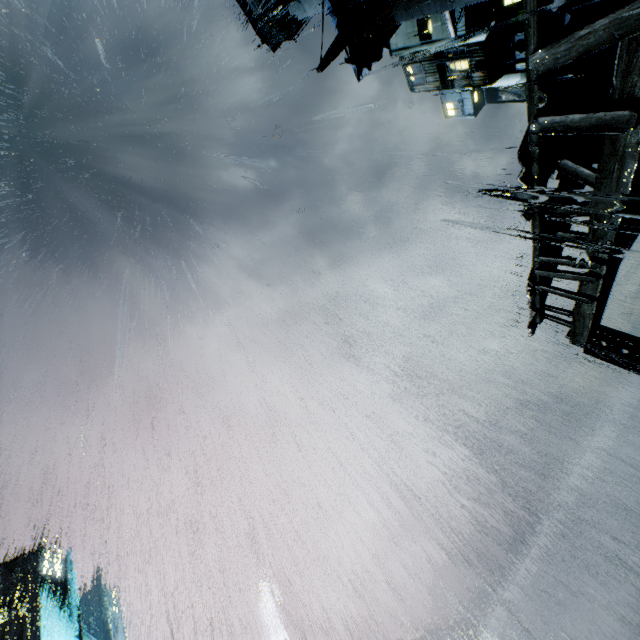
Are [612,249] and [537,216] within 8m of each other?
yes

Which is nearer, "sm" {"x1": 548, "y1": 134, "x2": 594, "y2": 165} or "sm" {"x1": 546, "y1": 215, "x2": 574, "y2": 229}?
"sm" {"x1": 548, "y1": 134, "x2": 594, "y2": 165}

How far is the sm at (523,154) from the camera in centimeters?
494cm

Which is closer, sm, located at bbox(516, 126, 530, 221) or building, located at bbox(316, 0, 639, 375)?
building, located at bbox(316, 0, 639, 375)

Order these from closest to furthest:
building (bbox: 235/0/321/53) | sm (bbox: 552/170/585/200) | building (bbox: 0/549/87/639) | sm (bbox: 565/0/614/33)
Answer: sm (bbox: 565/0/614/33) < sm (bbox: 552/170/585/200) < building (bbox: 235/0/321/53) < building (bbox: 0/549/87/639)

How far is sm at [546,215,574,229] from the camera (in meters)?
7.90

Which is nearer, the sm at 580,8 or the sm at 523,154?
the sm at 523,154
